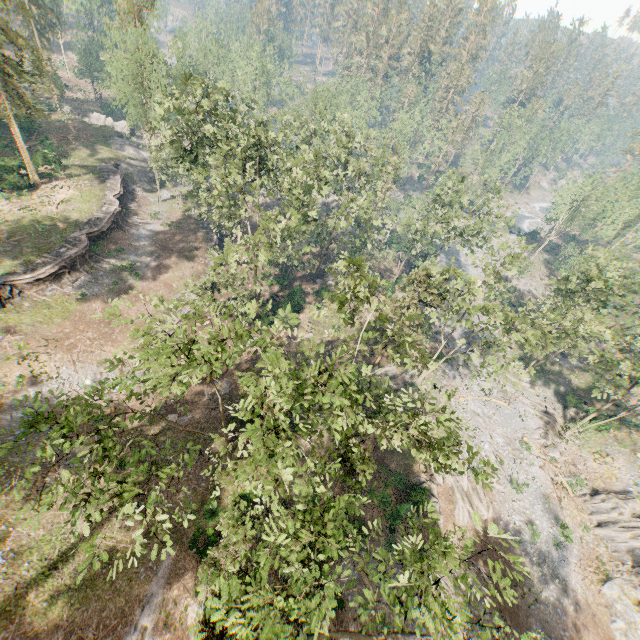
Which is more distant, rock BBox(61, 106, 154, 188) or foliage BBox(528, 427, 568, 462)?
rock BBox(61, 106, 154, 188)

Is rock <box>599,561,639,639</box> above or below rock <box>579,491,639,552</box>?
below

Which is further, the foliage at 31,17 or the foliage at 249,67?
the foliage at 249,67

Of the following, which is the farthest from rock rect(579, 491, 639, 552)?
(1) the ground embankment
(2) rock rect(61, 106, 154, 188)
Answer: (2) rock rect(61, 106, 154, 188)

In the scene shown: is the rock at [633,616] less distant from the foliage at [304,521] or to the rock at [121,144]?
the foliage at [304,521]

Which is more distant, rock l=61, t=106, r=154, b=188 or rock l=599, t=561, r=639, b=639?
rock l=61, t=106, r=154, b=188

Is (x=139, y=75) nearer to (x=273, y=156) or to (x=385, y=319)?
(x=273, y=156)
